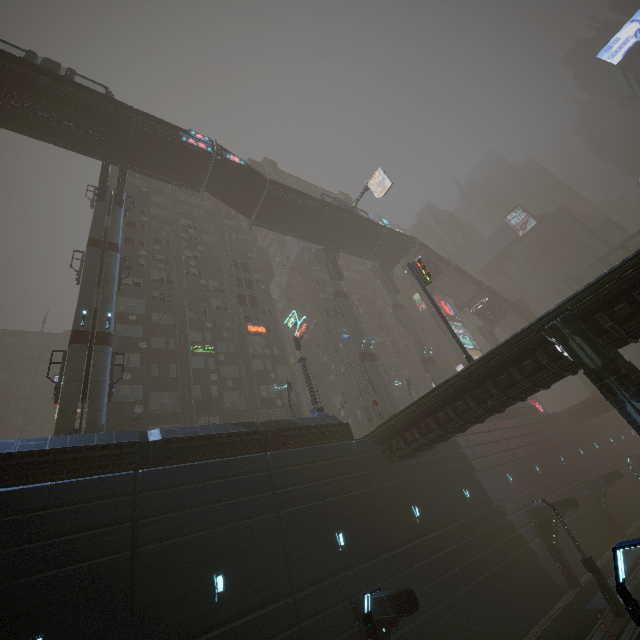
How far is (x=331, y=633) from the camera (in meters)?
13.32

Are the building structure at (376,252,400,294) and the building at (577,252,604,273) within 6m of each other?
no

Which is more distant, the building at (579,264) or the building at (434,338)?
the building at (579,264)

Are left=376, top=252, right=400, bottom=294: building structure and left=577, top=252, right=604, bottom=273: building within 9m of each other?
no

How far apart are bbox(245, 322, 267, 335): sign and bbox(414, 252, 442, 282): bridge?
24.5m

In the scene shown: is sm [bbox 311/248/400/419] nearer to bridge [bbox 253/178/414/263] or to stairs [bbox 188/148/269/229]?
bridge [bbox 253/178/414/263]

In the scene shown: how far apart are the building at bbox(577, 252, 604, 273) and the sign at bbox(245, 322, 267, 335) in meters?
58.5 m

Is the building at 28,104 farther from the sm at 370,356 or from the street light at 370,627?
the street light at 370,627
